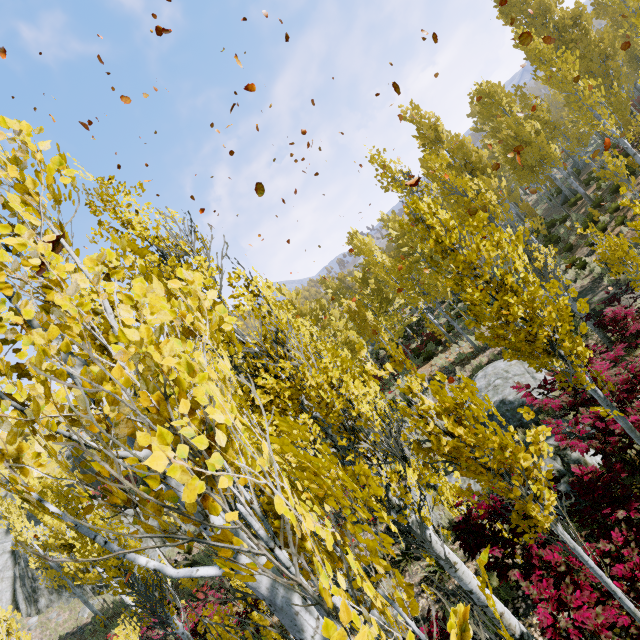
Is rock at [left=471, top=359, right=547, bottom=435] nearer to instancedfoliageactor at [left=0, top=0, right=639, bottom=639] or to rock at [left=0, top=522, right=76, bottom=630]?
instancedfoliageactor at [left=0, top=0, right=639, bottom=639]

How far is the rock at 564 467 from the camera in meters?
7.0 m

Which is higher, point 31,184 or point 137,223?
point 137,223

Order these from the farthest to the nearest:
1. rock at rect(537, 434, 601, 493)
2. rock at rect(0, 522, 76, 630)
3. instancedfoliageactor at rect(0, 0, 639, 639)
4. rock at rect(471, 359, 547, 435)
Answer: rock at rect(0, 522, 76, 630)
rock at rect(471, 359, 547, 435)
rock at rect(537, 434, 601, 493)
instancedfoliageactor at rect(0, 0, 639, 639)

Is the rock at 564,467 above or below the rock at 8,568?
below

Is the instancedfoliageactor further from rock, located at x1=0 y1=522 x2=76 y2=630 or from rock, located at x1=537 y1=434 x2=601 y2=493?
rock, located at x1=537 y1=434 x2=601 y2=493

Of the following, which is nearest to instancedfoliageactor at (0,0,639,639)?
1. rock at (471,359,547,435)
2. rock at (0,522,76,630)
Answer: rock at (0,522,76,630)

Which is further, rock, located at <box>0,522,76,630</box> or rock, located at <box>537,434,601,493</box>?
rock, located at <box>0,522,76,630</box>
